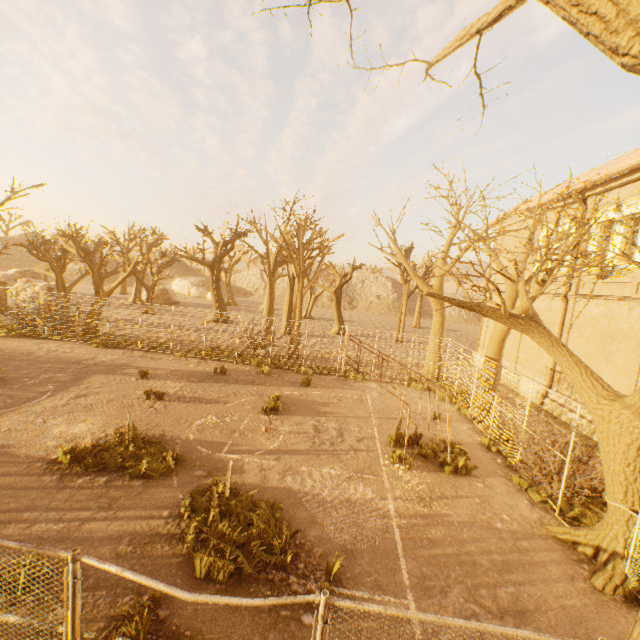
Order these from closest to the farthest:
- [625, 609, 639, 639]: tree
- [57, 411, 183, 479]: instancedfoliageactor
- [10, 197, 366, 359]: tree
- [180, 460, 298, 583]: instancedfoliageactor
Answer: [625, 609, 639, 639]: tree, [180, 460, 298, 583]: instancedfoliageactor, [57, 411, 183, 479]: instancedfoliageactor, [10, 197, 366, 359]: tree

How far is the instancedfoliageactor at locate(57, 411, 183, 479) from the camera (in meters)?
8.09

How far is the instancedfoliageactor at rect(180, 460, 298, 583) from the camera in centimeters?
560cm

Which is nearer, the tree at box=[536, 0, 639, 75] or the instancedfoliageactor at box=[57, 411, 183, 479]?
the tree at box=[536, 0, 639, 75]

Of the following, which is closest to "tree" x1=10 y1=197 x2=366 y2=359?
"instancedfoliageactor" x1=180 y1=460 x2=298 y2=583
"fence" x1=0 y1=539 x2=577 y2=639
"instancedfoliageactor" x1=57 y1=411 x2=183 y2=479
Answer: "fence" x1=0 y1=539 x2=577 y2=639

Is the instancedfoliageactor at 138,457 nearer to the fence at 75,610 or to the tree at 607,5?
the fence at 75,610

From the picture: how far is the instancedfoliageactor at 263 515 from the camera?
5.60m

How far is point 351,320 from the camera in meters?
49.2 m
